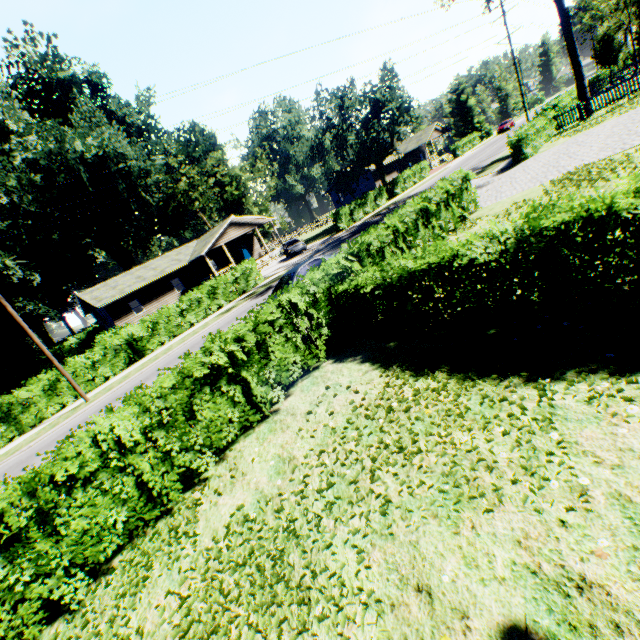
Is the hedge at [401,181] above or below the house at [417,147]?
below

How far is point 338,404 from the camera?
6.4 meters

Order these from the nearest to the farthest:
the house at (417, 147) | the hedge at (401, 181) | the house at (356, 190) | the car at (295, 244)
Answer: the car at (295, 244) < the hedge at (401, 181) < the house at (356, 190) < the house at (417, 147)

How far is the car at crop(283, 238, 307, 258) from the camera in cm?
3241

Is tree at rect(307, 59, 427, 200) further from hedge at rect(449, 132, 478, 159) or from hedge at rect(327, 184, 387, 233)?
hedge at rect(449, 132, 478, 159)

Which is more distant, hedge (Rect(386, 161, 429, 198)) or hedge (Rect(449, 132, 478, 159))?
hedge (Rect(449, 132, 478, 159))

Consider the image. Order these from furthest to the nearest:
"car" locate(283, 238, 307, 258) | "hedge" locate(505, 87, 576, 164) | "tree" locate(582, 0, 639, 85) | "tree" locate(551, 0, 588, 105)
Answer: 1. "tree" locate(582, 0, 639, 85)
2. "car" locate(283, 238, 307, 258)
3. "tree" locate(551, 0, 588, 105)
4. "hedge" locate(505, 87, 576, 164)

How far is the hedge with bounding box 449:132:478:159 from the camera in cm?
5216
